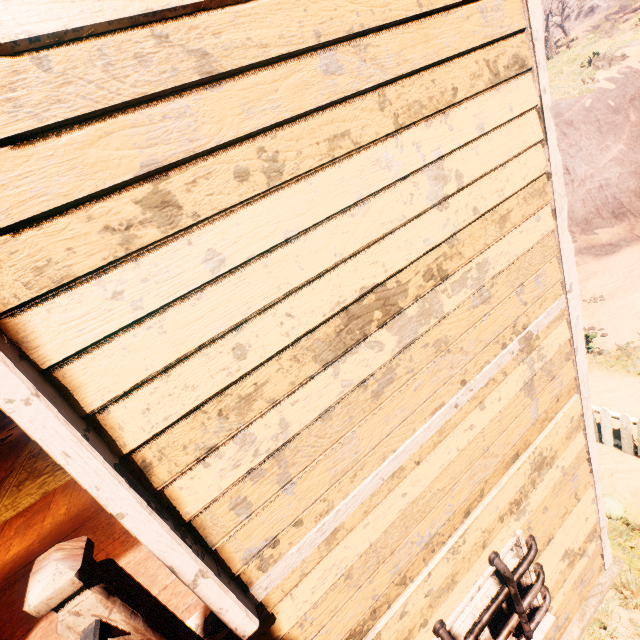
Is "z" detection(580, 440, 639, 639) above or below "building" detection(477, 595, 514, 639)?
below

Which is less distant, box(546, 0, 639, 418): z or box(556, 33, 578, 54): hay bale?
box(546, 0, 639, 418): z

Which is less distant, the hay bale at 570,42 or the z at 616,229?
the z at 616,229

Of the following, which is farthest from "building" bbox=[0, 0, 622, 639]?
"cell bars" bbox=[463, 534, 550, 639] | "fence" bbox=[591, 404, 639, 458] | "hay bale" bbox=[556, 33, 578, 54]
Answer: "hay bale" bbox=[556, 33, 578, 54]

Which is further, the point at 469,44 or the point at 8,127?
the point at 469,44

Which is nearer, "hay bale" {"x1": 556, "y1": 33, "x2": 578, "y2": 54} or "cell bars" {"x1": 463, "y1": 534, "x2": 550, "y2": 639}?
"cell bars" {"x1": 463, "y1": 534, "x2": 550, "y2": 639}

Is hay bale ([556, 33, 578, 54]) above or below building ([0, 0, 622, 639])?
above

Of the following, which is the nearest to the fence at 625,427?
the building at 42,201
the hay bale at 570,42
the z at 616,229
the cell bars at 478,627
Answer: the z at 616,229
